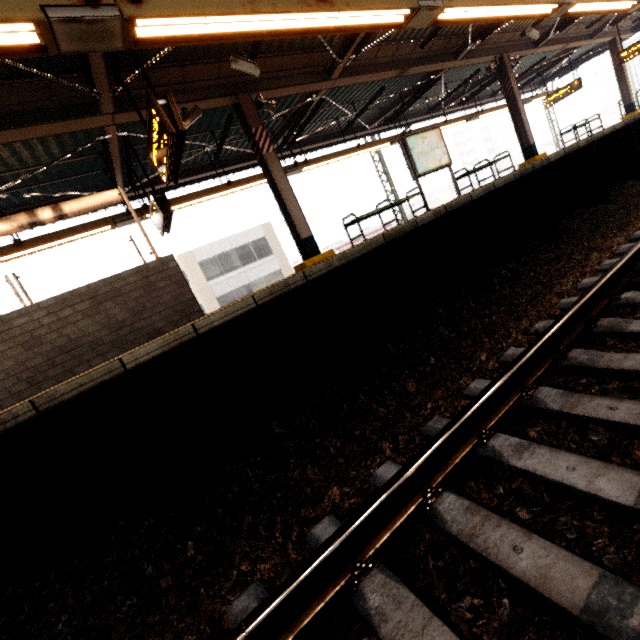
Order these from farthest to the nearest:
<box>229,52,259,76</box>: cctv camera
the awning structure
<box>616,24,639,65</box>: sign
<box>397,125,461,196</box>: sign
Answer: <box>616,24,639,65</box>: sign < <box>397,125,461,196</box>: sign < <box>229,52,259,76</box>: cctv camera < the awning structure

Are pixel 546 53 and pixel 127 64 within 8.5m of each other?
no

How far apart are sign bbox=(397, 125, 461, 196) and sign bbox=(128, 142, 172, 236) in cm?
603

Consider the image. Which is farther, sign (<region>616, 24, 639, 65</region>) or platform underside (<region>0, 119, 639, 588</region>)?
sign (<region>616, 24, 639, 65</region>)

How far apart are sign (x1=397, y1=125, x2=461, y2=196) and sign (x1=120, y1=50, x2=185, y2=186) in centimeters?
602cm

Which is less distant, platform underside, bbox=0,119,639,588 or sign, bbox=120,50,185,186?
Result: platform underside, bbox=0,119,639,588

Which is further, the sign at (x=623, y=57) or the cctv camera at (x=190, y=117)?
the sign at (x=623, y=57)

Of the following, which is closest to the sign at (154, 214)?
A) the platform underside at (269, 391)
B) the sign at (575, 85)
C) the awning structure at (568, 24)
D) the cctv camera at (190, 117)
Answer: the awning structure at (568, 24)
